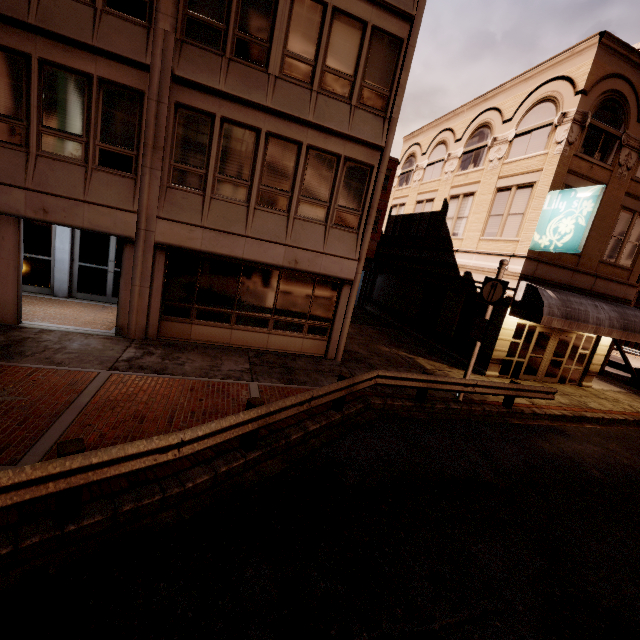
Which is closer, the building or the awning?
the building

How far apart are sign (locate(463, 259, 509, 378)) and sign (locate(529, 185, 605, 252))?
3.5m

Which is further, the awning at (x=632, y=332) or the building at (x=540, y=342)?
the awning at (x=632, y=332)

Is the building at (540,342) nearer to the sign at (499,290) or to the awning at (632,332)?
the awning at (632,332)

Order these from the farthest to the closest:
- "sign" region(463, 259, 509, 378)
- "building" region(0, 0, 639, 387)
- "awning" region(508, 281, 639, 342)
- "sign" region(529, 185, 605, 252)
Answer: "awning" region(508, 281, 639, 342)
"sign" region(529, 185, 605, 252)
"sign" region(463, 259, 509, 378)
"building" region(0, 0, 639, 387)

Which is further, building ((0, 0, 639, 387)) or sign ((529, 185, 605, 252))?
sign ((529, 185, 605, 252))

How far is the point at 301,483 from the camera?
5.66m

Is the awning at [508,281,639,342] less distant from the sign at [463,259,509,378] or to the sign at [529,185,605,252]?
the sign at [529,185,605,252]
